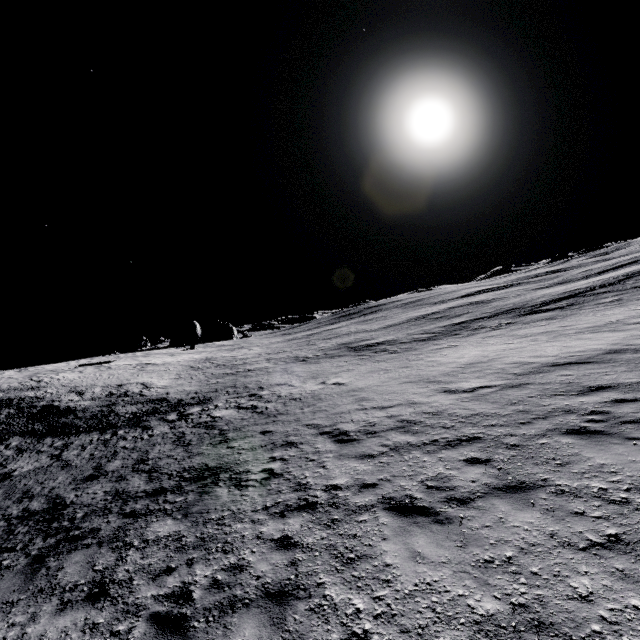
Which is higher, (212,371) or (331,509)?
(212,371)
